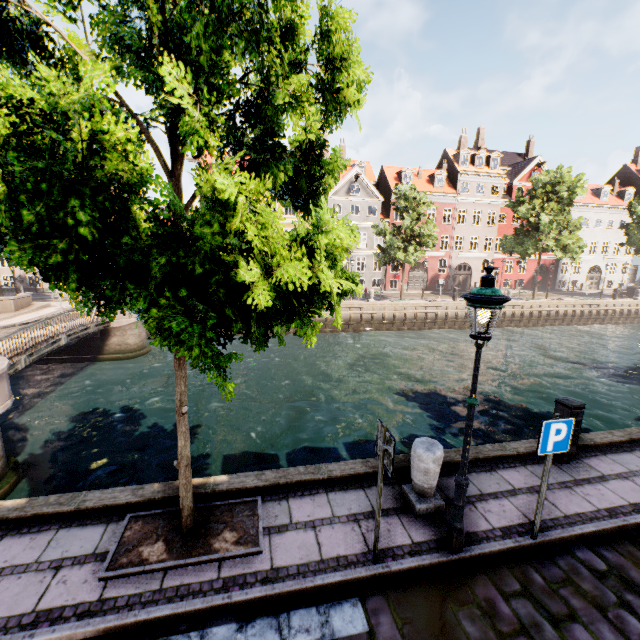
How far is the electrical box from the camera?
6.1 meters

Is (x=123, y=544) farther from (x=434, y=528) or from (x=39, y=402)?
(x=39, y=402)

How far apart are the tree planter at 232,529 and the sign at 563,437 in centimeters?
390cm

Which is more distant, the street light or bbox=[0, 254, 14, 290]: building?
bbox=[0, 254, 14, 290]: building

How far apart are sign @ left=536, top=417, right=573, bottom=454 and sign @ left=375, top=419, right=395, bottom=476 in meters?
2.1 m

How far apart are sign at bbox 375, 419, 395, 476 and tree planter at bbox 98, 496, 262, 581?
2.1m

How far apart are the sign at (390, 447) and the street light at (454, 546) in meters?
1.0

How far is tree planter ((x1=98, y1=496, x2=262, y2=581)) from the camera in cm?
413
